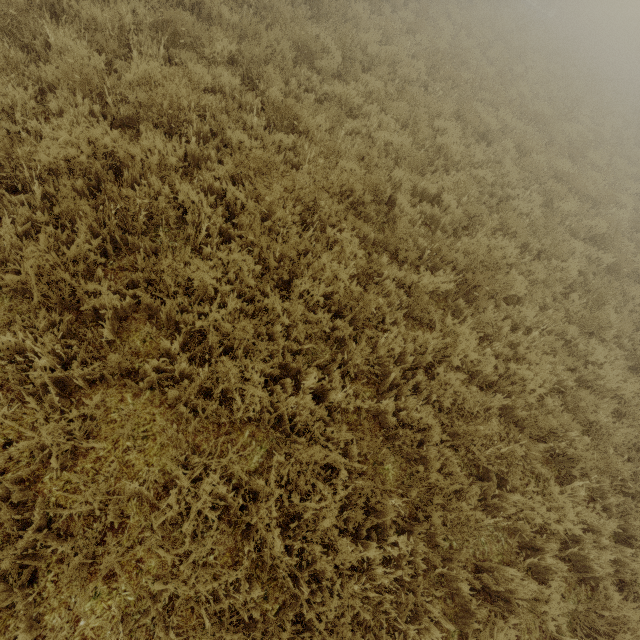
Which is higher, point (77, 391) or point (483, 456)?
point (483, 456)

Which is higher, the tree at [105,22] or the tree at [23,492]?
the tree at [105,22]

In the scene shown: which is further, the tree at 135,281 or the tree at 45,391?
the tree at 135,281

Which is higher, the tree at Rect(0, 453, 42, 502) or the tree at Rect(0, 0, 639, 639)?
the tree at Rect(0, 0, 639, 639)

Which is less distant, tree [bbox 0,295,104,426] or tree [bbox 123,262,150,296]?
tree [bbox 0,295,104,426]
